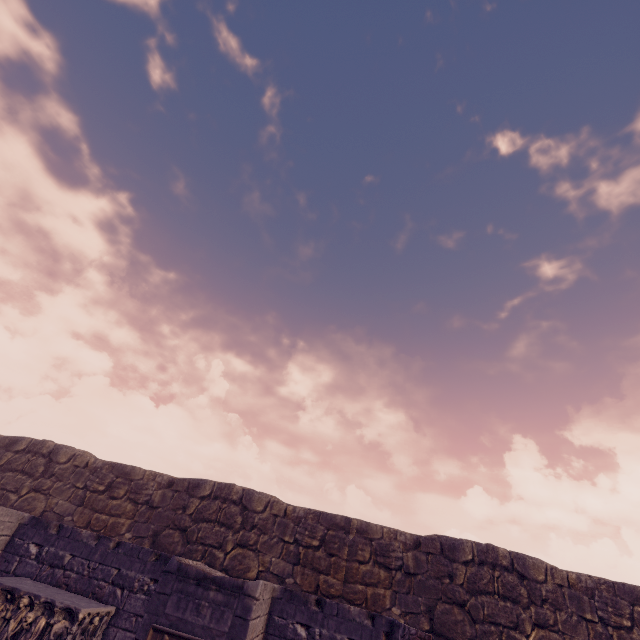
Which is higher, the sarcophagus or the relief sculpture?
the relief sculpture

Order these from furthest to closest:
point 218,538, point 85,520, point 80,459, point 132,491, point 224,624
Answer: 1. point 80,459
2. point 132,491
3. point 85,520
4. point 218,538
5. point 224,624

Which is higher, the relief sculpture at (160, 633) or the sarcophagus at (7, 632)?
the relief sculpture at (160, 633)
